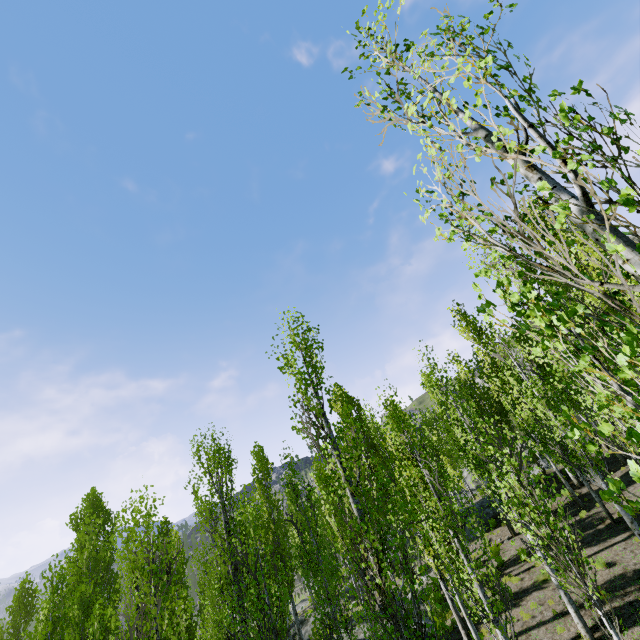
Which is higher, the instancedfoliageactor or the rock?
the instancedfoliageactor

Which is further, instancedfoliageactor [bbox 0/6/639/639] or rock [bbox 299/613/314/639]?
rock [bbox 299/613/314/639]

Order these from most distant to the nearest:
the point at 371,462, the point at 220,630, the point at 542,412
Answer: the point at 371,462
the point at 542,412
the point at 220,630

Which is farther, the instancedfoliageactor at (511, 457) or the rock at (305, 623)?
the rock at (305, 623)

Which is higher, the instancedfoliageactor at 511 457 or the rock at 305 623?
the instancedfoliageactor at 511 457
